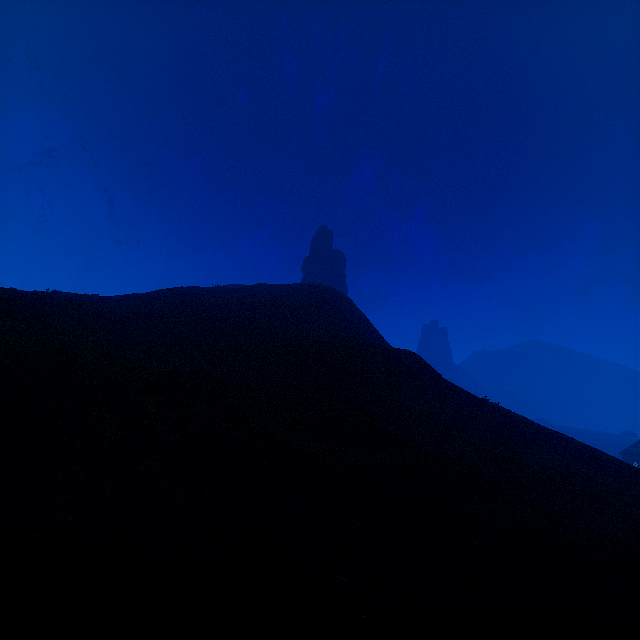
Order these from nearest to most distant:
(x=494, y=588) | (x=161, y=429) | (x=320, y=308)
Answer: (x=494, y=588) < (x=161, y=429) < (x=320, y=308)
